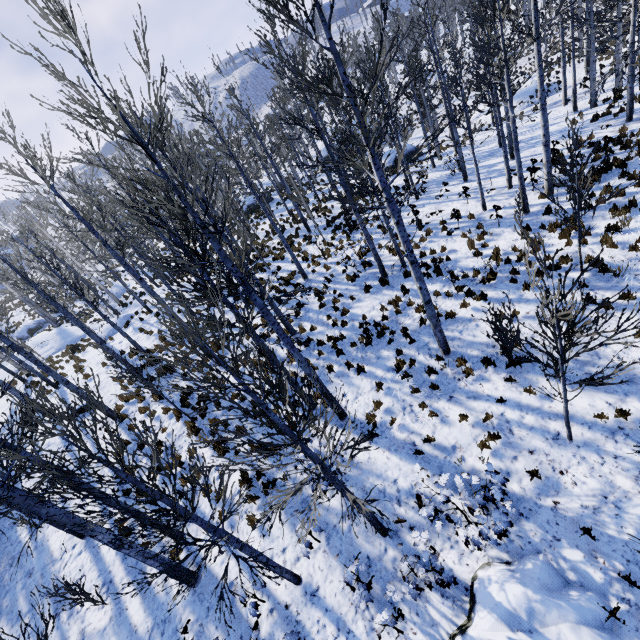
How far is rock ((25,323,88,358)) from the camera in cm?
2558

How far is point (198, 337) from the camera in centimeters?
367cm

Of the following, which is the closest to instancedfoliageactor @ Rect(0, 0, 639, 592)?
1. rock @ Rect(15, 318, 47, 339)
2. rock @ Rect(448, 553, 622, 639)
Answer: rock @ Rect(15, 318, 47, 339)

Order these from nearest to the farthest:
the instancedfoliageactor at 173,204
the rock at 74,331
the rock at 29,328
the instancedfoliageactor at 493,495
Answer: the instancedfoliageactor at 173,204
the instancedfoliageactor at 493,495
the rock at 74,331
the rock at 29,328

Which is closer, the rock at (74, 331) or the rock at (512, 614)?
the rock at (512, 614)

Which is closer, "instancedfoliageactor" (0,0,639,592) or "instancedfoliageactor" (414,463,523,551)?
"instancedfoliageactor" (0,0,639,592)

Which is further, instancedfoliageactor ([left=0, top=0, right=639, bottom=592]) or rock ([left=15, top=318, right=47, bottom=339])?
rock ([left=15, top=318, right=47, bottom=339])
